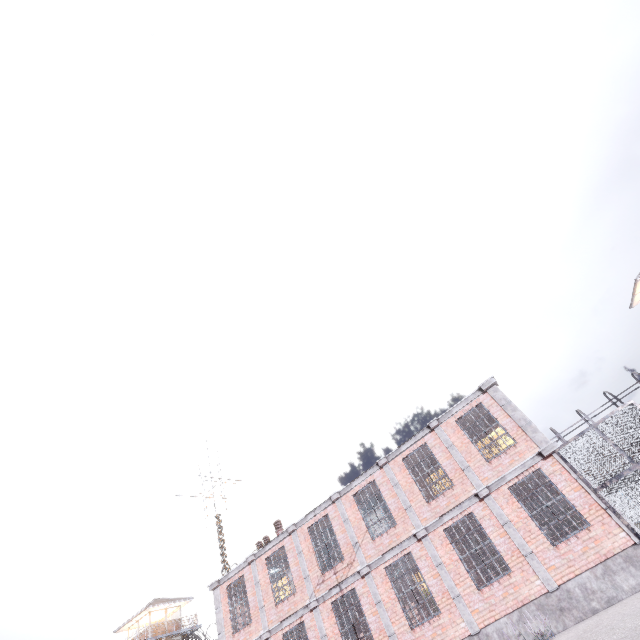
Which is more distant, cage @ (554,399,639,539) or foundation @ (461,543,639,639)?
cage @ (554,399,639,539)

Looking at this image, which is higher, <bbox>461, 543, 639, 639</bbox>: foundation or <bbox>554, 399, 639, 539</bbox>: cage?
<bbox>554, 399, 639, 539</bbox>: cage

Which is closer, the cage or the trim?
the cage

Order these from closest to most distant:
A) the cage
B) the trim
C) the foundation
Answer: the foundation, the cage, the trim

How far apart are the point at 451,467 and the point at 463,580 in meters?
3.7

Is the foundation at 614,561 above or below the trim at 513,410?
below

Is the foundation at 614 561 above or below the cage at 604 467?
below

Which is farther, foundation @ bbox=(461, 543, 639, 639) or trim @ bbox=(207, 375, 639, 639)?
trim @ bbox=(207, 375, 639, 639)
